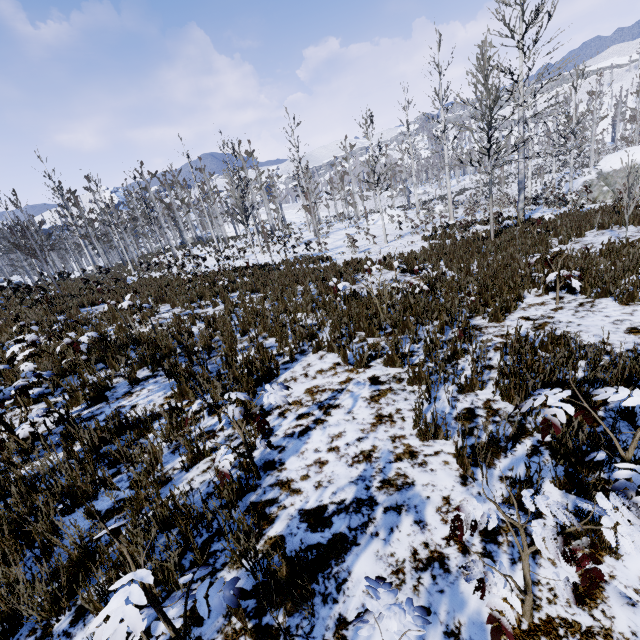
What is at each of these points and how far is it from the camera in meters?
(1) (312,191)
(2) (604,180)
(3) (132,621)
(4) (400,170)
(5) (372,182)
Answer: (1) instancedfoliageactor, 37.8 m
(2) rock, 22.4 m
(3) instancedfoliageactor, 1.2 m
(4) instancedfoliageactor, 45.7 m
(5) instancedfoliageactor, 18.4 m

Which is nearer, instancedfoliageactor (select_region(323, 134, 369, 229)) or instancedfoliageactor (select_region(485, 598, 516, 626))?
instancedfoliageactor (select_region(485, 598, 516, 626))

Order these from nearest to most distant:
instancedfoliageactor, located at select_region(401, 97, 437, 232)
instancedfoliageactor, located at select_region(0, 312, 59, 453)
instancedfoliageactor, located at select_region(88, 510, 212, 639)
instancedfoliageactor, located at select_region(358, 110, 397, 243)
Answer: instancedfoliageactor, located at select_region(88, 510, 212, 639) < instancedfoliageactor, located at select_region(0, 312, 59, 453) < instancedfoliageactor, located at select_region(358, 110, 397, 243) < instancedfoliageactor, located at select_region(401, 97, 437, 232)

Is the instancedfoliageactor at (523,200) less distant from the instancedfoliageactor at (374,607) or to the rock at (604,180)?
the rock at (604,180)

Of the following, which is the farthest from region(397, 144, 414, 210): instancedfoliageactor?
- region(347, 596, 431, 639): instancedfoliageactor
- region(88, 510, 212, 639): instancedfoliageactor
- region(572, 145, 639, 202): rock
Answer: region(88, 510, 212, 639): instancedfoliageactor

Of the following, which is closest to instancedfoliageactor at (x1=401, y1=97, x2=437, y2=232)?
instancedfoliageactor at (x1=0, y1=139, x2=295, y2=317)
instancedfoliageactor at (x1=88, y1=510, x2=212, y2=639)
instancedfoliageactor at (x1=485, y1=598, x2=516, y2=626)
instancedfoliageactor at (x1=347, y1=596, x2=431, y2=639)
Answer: instancedfoliageactor at (x1=0, y1=139, x2=295, y2=317)

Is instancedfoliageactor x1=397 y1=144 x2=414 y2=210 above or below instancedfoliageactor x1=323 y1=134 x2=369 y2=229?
below

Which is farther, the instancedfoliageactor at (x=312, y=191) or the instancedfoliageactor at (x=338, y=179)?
the instancedfoliageactor at (x=338, y=179)
